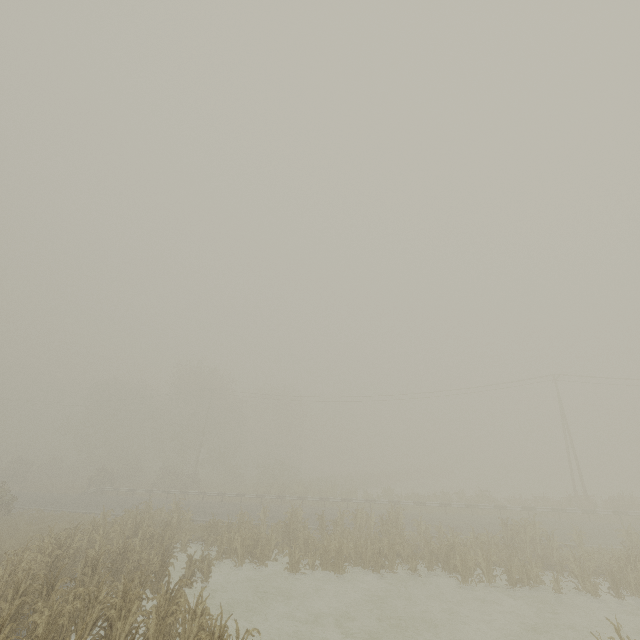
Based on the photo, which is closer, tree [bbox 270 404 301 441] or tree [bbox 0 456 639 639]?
tree [bbox 0 456 639 639]

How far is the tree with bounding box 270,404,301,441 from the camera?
56.6 meters

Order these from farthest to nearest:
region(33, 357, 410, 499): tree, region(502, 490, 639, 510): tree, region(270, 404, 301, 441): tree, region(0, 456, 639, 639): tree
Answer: region(270, 404, 301, 441): tree < region(33, 357, 410, 499): tree < region(502, 490, 639, 510): tree < region(0, 456, 639, 639): tree

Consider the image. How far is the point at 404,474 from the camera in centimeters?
5781cm

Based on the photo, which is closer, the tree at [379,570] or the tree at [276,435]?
the tree at [379,570]

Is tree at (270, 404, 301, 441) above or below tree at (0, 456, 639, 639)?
above

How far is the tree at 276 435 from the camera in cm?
5659
